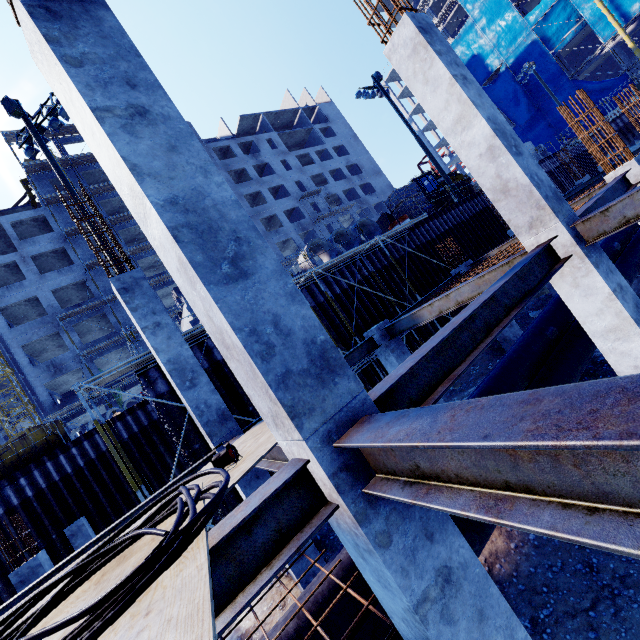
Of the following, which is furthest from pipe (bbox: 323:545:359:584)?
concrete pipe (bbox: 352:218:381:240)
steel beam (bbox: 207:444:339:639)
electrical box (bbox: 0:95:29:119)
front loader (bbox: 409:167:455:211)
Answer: electrical box (bbox: 0:95:29:119)

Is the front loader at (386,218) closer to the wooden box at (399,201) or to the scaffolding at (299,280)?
the wooden box at (399,201)

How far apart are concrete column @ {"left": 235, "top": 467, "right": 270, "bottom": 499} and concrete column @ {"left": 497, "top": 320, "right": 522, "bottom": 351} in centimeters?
935cm

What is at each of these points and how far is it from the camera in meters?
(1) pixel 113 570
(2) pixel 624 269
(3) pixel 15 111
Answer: (1) plywood, 2.3 m
(2) pipe, 10.1 m
(3) electrical box, 11.8 m

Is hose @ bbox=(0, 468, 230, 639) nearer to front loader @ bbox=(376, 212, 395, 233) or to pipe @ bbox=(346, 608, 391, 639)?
pipe @ bbox=(346, 608, 391, 639)

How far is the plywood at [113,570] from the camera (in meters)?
2.01

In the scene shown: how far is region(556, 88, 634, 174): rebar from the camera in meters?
7.5 m

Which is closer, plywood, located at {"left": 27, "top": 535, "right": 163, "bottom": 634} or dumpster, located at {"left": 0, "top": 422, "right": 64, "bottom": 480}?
plywood, located at {"left": 27, "top": 535, "right": 163, "bottom": 634}
